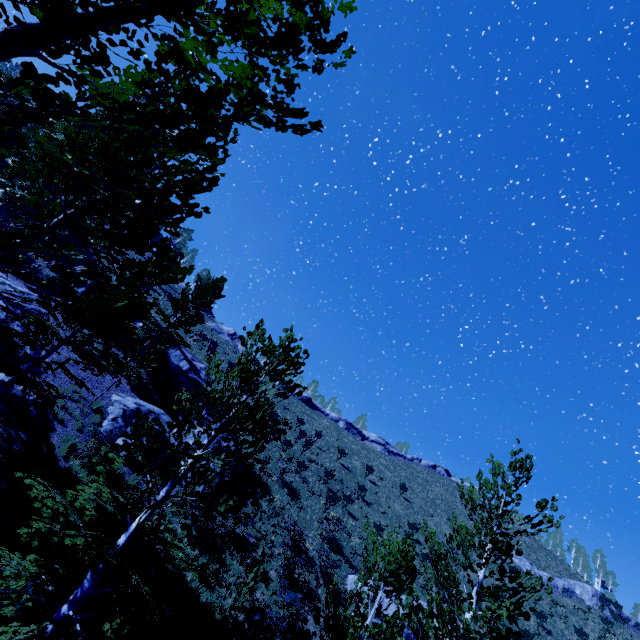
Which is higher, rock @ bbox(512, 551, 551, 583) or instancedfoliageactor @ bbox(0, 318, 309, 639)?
rock @ bbox(512, 551, 551, 583)

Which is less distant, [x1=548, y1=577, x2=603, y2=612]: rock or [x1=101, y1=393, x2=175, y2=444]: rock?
[x1=101, y1=393, x2=175, y2=444]: rock

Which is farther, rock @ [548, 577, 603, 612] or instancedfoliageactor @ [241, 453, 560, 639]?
rock @ [548, 577, 603, 612]

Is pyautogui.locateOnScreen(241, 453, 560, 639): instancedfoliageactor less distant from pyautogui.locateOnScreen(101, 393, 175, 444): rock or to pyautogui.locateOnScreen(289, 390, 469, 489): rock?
pyautogui.locateOnScreen(101, 393, 175, 444): rock

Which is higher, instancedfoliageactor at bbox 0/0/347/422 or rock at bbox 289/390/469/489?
rock at bbox 289/390/469/489

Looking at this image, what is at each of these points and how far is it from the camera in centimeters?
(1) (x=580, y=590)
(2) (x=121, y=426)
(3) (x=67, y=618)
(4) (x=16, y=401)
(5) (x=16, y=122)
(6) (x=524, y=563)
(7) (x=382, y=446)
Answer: (1) rock, 3441cm
(2) rock, 1636cm
(3) instancedfoliageactor, 564cm
(4) rock, 1191cm
(5) instancedfoliageactor, 123cm
(6) rock, 3566cm
(7) rock, 5191cm

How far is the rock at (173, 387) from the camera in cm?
2272

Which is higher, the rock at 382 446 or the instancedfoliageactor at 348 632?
the rock at 382 446
